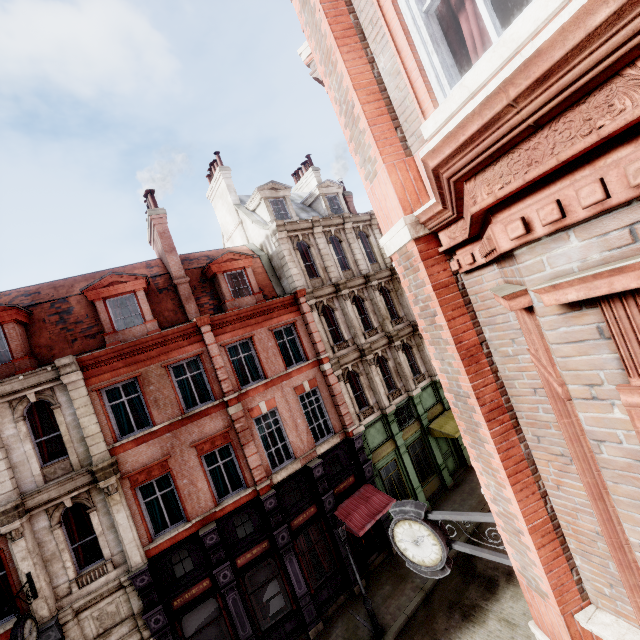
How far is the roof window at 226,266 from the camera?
15.98m

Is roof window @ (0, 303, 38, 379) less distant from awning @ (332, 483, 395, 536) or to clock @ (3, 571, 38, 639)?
clock @ (3, 571, 38, 639)

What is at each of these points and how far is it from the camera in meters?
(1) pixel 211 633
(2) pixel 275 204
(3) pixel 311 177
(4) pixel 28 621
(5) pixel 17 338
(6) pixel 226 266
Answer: (1) sign, 12.4 m
(2) roof window, 19.6 m
(3) chimney, 25.0 m
(4) clock, 9.5 m
(5) roof window, 12.2 m
(6) roof window, 16.3 m

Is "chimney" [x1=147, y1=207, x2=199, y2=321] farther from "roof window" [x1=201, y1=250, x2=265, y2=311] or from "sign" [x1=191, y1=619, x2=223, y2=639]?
"sign" [x1=191, y1=619, x2=223, y2=639]

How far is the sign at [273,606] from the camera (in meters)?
13.23

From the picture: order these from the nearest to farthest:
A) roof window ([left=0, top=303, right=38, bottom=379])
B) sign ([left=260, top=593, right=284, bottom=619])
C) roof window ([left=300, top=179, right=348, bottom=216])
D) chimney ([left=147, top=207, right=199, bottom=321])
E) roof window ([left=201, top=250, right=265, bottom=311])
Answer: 1. roof window ([left=0, top=303, right=38, bottom=379])
2. sign ([left=260, top=593, right=284, bottom=619])
3. chimney ([left=147, top=207, right=199, bottom=321])
4. roof window ([left=201, top=250, right=265, bottom=311])
5. roof window ([left=300, top=179, right=348, bottom=216])

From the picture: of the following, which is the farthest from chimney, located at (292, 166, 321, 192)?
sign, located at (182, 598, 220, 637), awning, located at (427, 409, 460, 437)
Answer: sign, located at (182, 598, 220, 637)

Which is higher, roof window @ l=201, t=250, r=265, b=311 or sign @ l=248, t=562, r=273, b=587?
roof window @ l=201, t=250, r=265, b=311
